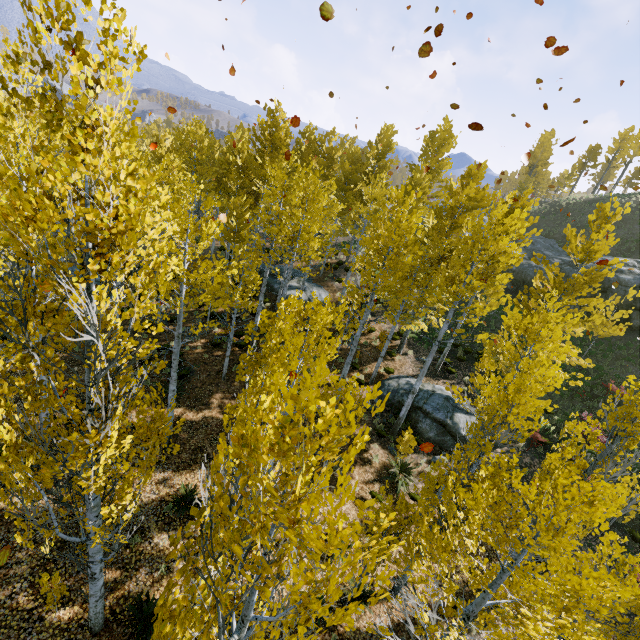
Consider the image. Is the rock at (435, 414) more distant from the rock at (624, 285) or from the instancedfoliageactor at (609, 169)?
the instancedfoliageactor at (609, 169)

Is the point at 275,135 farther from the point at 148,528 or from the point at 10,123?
the point at 148,528

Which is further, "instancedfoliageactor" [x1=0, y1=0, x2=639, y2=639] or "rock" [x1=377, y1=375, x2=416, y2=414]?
"rock" [x1=377, y1=375, x2=416, y2=414]

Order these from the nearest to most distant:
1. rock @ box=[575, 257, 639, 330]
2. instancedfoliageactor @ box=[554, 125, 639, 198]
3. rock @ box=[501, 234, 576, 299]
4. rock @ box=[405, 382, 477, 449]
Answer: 1. rock @ box=[405, 382, 477, 449]
2. rock @ box=[575, 257, 639, 330]
3. rock @ box=[501, 234, 576, 299]
4. instancedfoliageactor @ box=[554, 125, 639, 198]

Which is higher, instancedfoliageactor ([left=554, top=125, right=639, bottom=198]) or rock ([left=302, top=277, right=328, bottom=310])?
instancedfoliageactor ([left=554, top=125, right=639, bottom=198])

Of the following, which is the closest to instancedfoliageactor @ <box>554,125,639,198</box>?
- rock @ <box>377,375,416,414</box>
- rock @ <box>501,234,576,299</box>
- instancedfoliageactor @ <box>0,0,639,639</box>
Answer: rock @ <box>501,234,576,299</box>

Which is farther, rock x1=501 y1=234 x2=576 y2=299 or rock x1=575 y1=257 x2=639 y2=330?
rock x1=501 y1=234 x2=576 y2=299

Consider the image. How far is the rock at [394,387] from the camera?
15.99m
